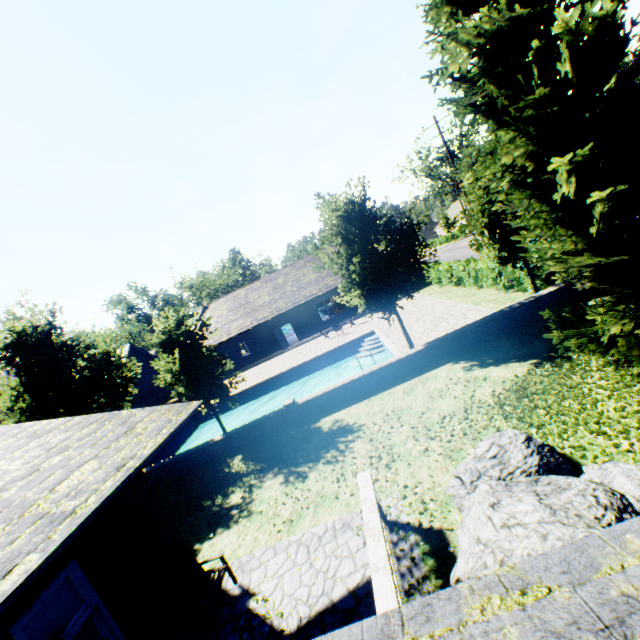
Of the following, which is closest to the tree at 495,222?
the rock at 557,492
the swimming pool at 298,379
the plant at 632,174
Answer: the swimming pool at 298,379

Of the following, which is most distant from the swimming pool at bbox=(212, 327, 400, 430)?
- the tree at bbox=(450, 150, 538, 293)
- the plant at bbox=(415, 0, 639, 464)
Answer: the plant at bbox=(415, 0, 639, 464)

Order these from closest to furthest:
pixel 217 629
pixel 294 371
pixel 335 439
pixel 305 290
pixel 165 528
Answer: pixel 217 629 < pixel 165 528 < pixel 335 439 < pixel 294 371 < pixel 305 290

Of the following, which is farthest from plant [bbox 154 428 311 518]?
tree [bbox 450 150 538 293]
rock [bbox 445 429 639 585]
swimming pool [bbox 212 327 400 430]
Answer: swimming pool [bbox 212 327 400 430]

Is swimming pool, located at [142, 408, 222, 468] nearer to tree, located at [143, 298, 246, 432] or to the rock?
tree, located at [143, 298, 246, 432]

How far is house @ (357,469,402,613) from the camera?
3.84m

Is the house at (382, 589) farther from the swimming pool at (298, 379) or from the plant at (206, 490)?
the swimming pool at (298, 379)

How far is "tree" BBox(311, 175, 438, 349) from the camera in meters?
11.9
